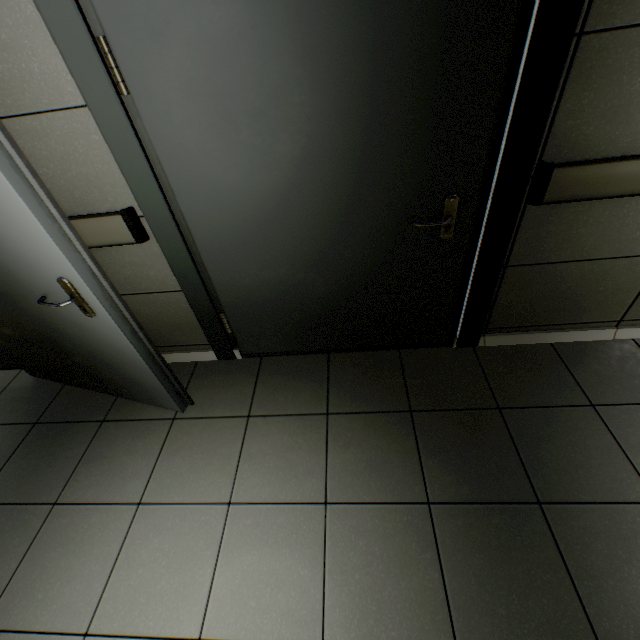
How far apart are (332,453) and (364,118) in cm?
165
